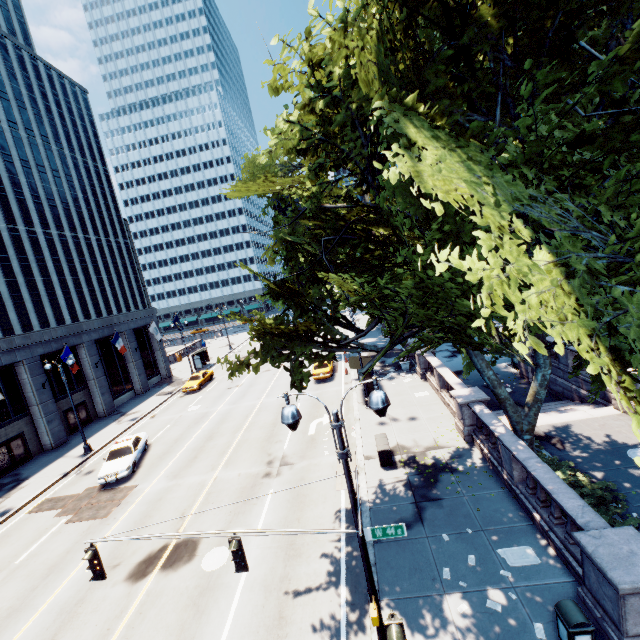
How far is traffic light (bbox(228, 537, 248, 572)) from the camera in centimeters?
713cm

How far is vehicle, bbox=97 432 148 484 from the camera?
19.11m

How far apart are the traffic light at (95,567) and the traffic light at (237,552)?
3.3 meters

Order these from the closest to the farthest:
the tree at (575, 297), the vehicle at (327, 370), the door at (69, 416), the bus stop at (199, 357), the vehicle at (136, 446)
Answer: the tree at (575, 297) → the vehicle at (136, 446) → the door at (69, 416) → the vehicle at (327, 370) → the bus stop at (199, 357)

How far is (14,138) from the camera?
54.09m

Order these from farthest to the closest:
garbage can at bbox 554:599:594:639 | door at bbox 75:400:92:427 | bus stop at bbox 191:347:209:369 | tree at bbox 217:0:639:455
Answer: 1. bus stop at bbox 191:347:209:369
2. door at bbox 75:400:92:427
3. garbage can at bbox 554:599:594:639
4. tree at bbox 217:0:639:455

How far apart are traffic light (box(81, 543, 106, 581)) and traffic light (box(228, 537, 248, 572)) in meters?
3.3

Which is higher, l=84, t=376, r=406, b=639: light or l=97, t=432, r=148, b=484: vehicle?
l=84, t=376, r=406, b=639: light
